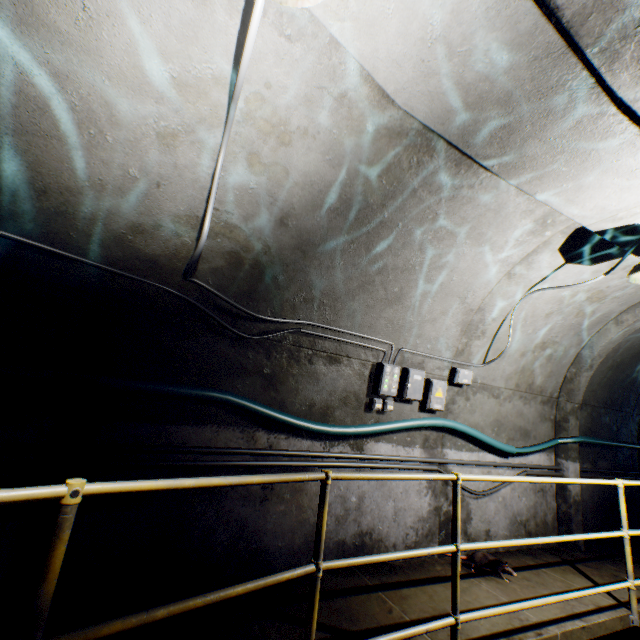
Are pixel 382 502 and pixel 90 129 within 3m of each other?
no

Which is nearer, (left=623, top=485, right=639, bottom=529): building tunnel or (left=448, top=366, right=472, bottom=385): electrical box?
(left=448, top=366, right=472, bottom=385): electrical box

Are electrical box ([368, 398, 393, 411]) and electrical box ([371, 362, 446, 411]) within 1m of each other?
yes

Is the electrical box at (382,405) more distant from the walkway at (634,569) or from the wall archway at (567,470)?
the wall archway at (567,470)

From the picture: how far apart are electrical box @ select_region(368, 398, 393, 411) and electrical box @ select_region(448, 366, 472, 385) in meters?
0.9

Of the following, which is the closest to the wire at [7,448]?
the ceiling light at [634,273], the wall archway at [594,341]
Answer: the wall archway at [594,341]

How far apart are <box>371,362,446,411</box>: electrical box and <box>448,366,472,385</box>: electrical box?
0.5 meters
